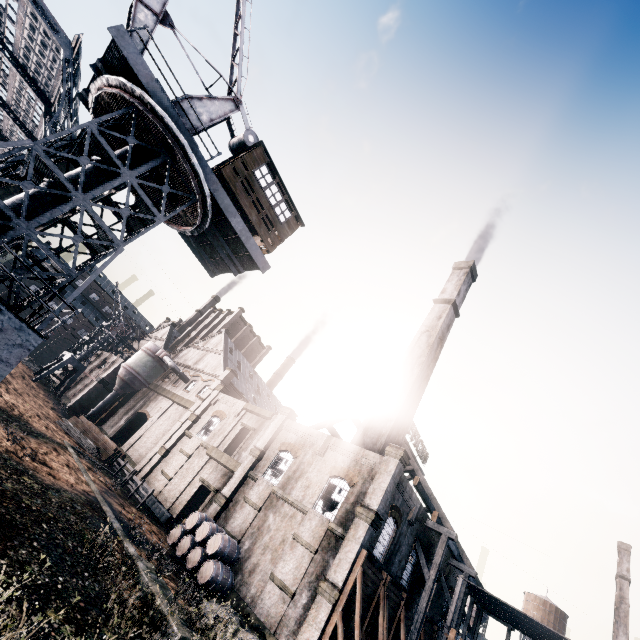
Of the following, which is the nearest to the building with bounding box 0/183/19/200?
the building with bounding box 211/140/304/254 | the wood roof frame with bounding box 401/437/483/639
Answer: the wood roof frame with bounding box 401/437/483/639

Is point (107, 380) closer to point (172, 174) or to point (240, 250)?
point (240, 250)

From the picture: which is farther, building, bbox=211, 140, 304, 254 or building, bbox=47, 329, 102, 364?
building, bbox=47, 329, 102, 364

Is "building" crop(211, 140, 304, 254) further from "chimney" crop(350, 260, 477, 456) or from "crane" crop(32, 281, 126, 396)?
"crane" crop(32, 281, 126, 396)

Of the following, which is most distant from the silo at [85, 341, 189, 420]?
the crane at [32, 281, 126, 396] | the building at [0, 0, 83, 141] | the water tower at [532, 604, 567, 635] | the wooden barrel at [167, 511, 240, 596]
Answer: the water tower at [532, 604, 567, 635]

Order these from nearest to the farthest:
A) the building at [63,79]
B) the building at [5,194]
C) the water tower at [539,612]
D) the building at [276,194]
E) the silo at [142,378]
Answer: the building at [276,194], the building at [5,194], the building at [63,79], the silo at [142,378], the water tower at [539,612]

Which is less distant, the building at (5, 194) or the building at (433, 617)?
the building at (5, 194)

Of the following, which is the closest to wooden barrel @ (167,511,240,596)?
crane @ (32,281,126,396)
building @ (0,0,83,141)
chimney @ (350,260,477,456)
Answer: building @ (0,0,83,141)
